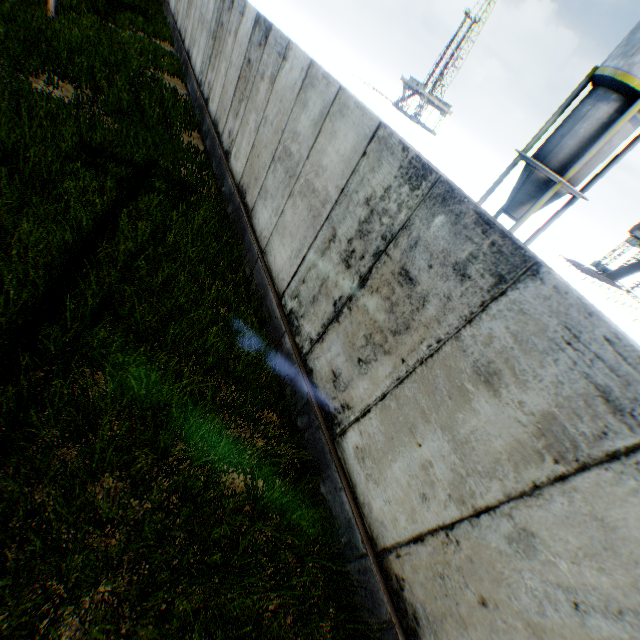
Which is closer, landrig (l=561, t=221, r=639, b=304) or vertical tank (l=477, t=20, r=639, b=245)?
vertical tank (l=477, t=20, r=639, b=245)

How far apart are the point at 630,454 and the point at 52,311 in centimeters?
540cm

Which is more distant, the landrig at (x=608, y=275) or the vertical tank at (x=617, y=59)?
the landrig at (x=608, y=275)
